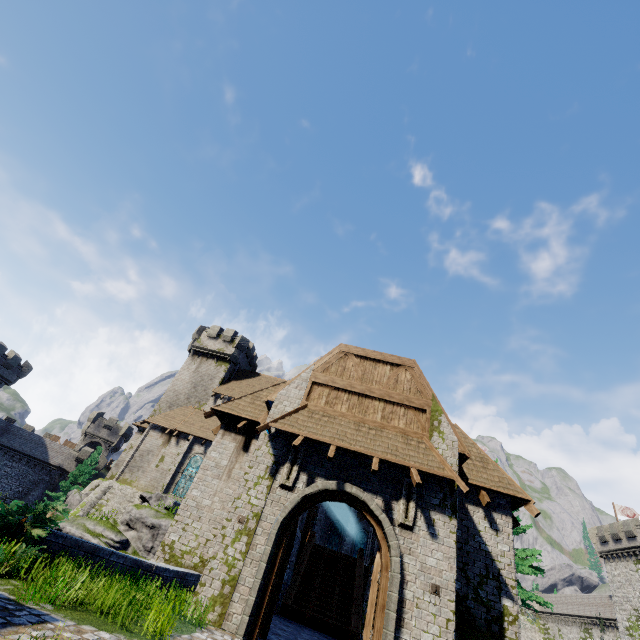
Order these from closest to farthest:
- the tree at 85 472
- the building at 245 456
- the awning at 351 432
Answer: the building at 245 456
the awning at 351 432
the tree at 85 472

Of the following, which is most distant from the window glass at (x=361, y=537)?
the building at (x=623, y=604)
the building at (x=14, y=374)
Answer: the building at (x=14, y=374)

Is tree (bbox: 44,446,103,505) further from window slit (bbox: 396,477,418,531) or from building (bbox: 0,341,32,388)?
window slit (bbox: 396,477,418,531)

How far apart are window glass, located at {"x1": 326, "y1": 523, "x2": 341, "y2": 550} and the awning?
32.8 meters

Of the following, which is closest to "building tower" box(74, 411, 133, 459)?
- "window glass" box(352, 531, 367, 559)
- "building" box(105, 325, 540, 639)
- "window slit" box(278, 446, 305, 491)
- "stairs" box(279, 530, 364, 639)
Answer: "building" box(105, 325, 540, 639)

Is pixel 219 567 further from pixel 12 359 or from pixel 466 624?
pixel 12 359

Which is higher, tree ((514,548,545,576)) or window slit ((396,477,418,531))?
tree ((514,548,545,576))

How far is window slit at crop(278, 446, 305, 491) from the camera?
9.75m
